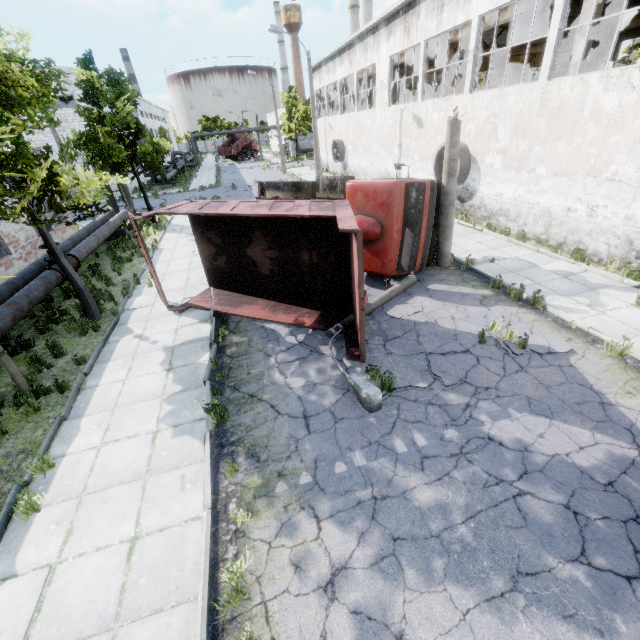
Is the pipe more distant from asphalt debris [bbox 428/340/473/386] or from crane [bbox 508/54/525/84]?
crane [bbox 508/54/525/84]

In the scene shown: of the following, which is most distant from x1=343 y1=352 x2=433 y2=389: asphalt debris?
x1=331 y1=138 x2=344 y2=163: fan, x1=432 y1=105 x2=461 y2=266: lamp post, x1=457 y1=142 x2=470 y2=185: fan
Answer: x1=331 y1=138 x2=344 y2=163: fan

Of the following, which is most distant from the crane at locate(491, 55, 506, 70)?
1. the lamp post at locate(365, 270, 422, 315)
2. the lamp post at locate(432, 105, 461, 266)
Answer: the lamp post at locate(365, 270, 422, 315)

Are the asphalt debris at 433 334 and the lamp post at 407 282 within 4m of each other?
yes

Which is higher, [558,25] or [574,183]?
[558,25]

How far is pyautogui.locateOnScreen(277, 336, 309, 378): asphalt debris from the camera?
7.5 meters

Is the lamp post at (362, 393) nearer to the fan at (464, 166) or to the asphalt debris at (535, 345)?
the asphalt debris at (535, 345)

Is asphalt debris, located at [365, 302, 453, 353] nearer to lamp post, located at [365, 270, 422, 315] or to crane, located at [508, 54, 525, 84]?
lamp post, located at [365, 270, 422, 315]
